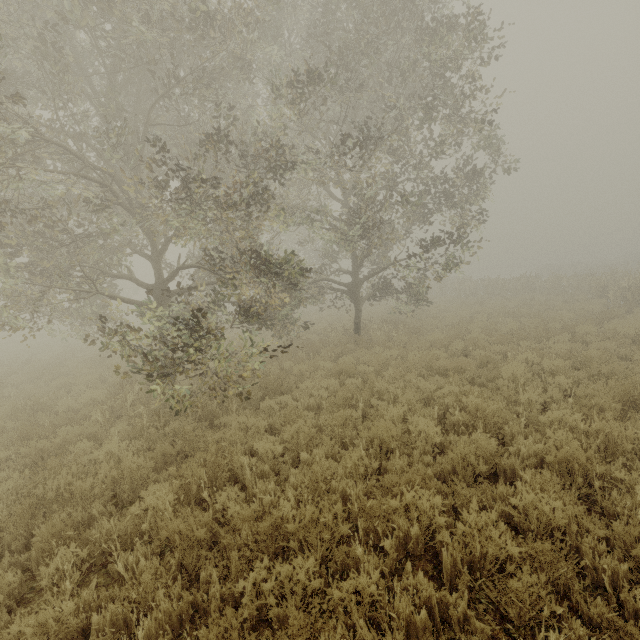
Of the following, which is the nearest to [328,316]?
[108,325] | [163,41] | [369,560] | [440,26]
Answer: [440,26]
